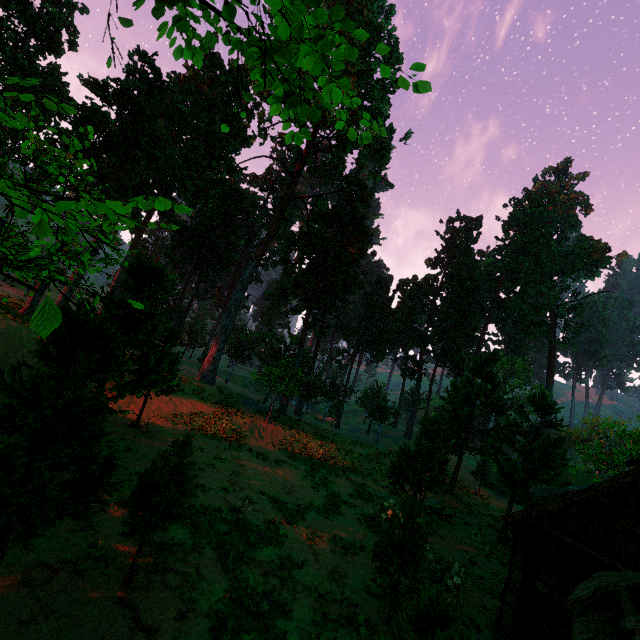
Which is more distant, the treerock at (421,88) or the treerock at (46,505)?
the treerock at (46,505)

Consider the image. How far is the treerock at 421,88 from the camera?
3.6m

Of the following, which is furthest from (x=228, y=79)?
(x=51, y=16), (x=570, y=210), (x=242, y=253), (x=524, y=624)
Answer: (x=570, y=210)

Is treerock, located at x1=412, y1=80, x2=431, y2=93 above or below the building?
above

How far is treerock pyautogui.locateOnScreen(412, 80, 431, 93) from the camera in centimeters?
356cm

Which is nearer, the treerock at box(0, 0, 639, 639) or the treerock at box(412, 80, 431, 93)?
the treerock at box(412, 80, 431, 93)

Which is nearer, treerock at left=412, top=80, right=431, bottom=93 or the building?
treerock at left=412, top=80, right=431, bottom=93
